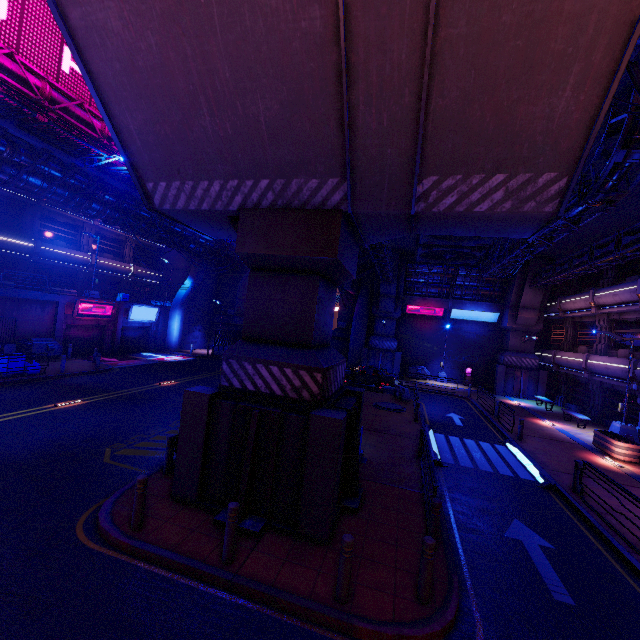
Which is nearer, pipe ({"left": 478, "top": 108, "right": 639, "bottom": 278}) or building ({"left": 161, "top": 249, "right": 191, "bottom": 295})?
pipe ({"left": 478, "top": 108, "right": 639, "bottom": 278})

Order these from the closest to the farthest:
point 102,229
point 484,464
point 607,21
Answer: point 607,21, point 484,464, point 102,229

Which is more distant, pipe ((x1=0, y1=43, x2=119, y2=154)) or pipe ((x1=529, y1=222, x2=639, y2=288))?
pipe ((x1=0, y1=43, x2=119, y2=154))

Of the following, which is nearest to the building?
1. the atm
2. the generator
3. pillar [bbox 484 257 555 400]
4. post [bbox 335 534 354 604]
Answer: the generator

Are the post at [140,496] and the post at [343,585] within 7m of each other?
yes

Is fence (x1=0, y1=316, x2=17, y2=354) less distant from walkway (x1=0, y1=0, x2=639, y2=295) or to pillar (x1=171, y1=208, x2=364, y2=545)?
walkway (x1=0, y1=0, x2=639, y2=295)

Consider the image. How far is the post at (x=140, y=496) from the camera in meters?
6.6

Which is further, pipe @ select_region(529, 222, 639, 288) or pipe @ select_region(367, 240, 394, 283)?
pipe @ select_region(367, 240, 394, 283)
